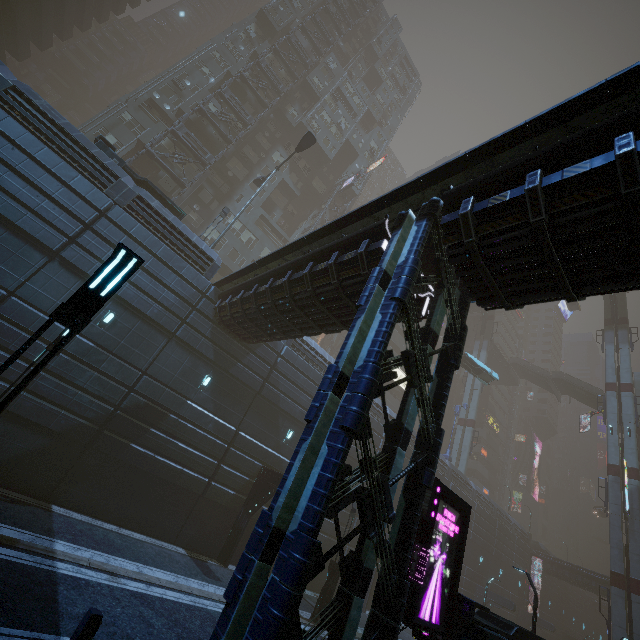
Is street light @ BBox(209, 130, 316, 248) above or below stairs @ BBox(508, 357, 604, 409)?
below

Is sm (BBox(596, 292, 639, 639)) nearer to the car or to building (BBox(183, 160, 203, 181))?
building (BBox(183, 160, 203, 181))

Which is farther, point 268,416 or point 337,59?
point 337,59

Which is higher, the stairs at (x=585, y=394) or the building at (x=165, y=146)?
the stairs at (x=585, y=394)

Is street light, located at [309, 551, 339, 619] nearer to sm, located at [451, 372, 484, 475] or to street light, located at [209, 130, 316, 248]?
street light, located at [209, 130, 316, 248]

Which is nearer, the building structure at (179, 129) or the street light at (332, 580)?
the street light at (332, 580)

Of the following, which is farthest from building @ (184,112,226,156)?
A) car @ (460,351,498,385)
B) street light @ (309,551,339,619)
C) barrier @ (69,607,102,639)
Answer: car @ (460,351,498,385)

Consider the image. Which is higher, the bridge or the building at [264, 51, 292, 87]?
the building at [264, 51, 292, 87]
